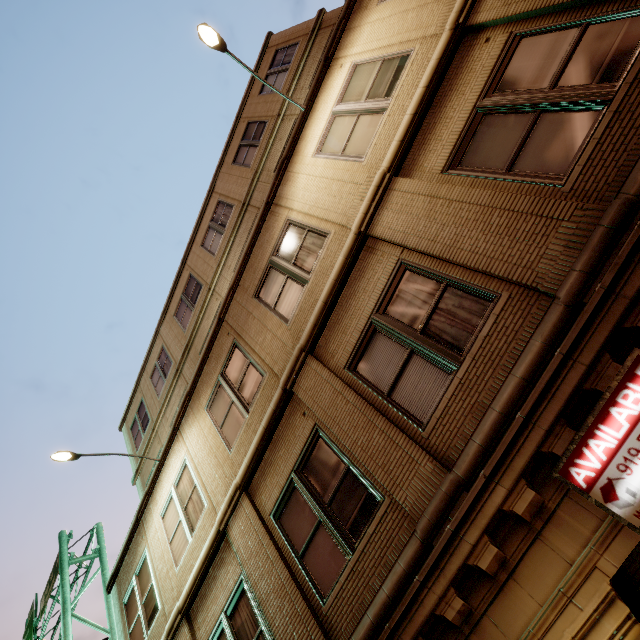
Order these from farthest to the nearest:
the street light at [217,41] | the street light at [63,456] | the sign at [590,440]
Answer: the street light at [63,456] < the street light at [217,41] < the sign at [590,440]

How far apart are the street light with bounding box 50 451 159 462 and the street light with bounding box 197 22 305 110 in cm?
1037

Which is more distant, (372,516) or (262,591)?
(262,591)

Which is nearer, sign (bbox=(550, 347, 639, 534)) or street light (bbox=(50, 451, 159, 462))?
sign (bbox=(550, 347, 639, 534))

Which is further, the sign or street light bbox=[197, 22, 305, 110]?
street light bbox=[197, 22, 305, 110]

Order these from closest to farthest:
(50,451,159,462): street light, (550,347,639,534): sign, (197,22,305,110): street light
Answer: (550,347,639,534): sign < (197,22,305,110): street light < (50,451,159,462): street light

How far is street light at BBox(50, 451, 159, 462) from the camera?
8.4 meters

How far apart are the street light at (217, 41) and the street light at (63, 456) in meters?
10.4 m
